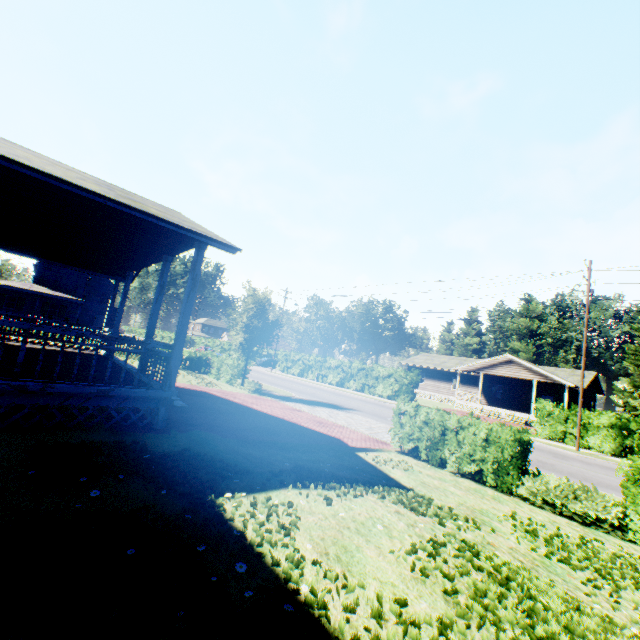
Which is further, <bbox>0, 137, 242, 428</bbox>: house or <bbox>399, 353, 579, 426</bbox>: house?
<bbox>399, 353, 579, 426</bbox>: house

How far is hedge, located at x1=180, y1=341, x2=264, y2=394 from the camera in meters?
20.4

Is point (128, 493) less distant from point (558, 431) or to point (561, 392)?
point (558, 431)

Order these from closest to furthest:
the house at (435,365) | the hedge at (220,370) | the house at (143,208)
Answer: the house at (143,208) → the hedge at (220,370) → the house at (435,365)

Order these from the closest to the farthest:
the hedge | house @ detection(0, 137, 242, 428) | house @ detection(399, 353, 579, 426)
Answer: house @ detection(0, 137, 242, 428) < the hedge < house @ detection(399, 353, 579, 426)

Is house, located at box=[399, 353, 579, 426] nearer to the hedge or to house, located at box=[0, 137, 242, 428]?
the hedge

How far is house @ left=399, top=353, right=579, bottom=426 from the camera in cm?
3169

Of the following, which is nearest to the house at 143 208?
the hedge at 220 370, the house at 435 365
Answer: the hedge at 220 370
